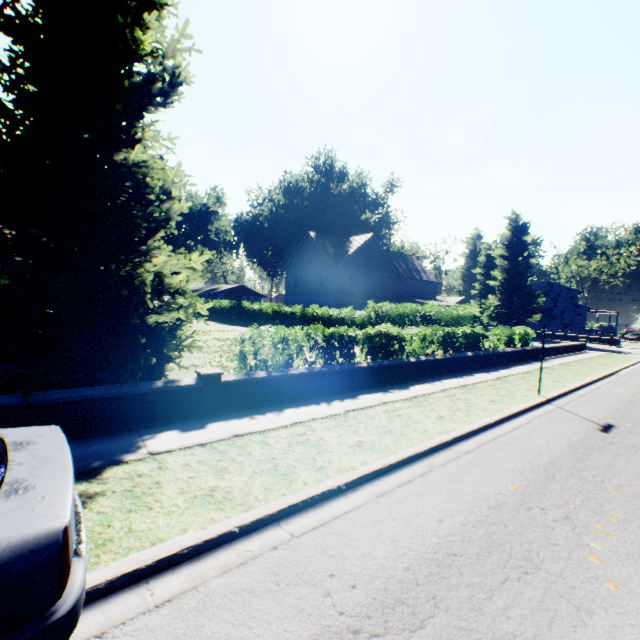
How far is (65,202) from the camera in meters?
5.2 m

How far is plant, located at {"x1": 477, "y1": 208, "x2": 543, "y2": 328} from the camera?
39.9m

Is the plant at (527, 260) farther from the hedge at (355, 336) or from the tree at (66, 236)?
the hedge at (355, 336)

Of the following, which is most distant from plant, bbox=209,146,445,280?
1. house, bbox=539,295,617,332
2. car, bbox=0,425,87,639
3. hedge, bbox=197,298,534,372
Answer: car, bbox=0,425,87,639

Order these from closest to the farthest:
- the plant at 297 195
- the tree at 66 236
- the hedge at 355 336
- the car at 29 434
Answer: the car at 29 434
the tree at 66 236
the hedge at 355 336
the plant at 297 195

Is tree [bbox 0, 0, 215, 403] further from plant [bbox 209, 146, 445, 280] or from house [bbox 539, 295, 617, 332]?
house [bbox 539, 295, 617, 332]

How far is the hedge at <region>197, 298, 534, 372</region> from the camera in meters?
8.7 m

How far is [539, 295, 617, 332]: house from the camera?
54.50m
